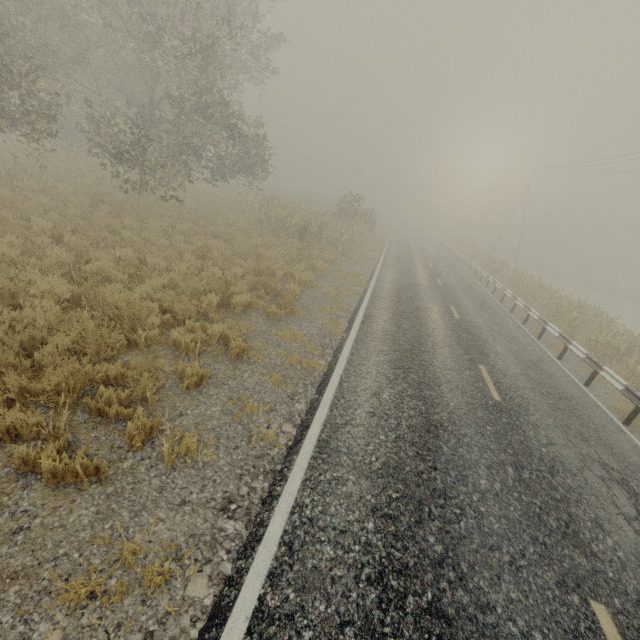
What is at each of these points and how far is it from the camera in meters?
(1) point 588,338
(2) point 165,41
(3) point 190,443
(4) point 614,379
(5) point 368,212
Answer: (1) tree, 13.5
(2) tree, 13.0
(3) tree, 4.2
(4) guardrail, 9.2
(5) tree, 32.3

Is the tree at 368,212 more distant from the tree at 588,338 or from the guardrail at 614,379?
the guardrail at 614,379

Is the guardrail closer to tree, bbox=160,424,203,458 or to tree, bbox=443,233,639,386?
tree, bbox=443,233,639,386

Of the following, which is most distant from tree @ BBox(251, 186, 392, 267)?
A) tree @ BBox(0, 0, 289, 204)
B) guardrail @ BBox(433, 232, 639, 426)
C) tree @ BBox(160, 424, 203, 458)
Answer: tree @ BBox(160, 424, 203, 458)

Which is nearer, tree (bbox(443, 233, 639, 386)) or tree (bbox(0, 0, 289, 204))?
tree (bbox(0, 0, 289, 204))

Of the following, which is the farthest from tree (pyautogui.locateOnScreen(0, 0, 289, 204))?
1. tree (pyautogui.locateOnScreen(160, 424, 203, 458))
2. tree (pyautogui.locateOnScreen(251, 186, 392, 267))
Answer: tree (pyautogui.locateOnScreen(160, 424, 203, 458))

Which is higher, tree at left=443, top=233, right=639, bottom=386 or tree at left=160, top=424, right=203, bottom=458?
tree at left=443, top=233, right=639, bottom=386

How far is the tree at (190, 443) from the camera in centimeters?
379cm
